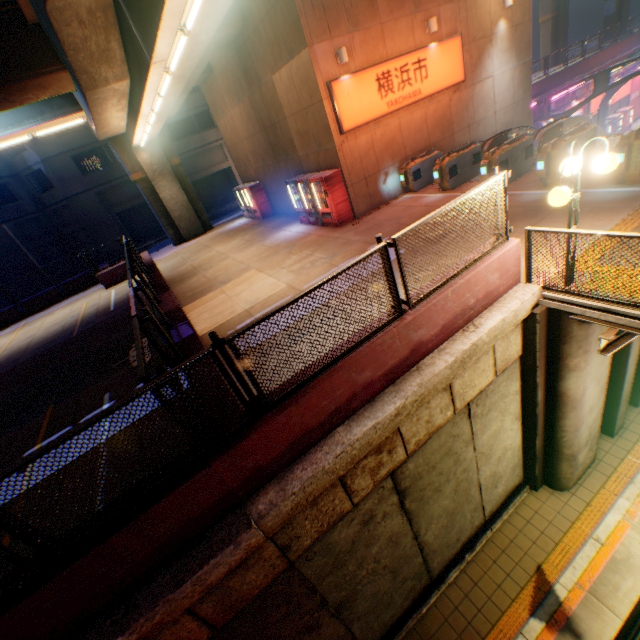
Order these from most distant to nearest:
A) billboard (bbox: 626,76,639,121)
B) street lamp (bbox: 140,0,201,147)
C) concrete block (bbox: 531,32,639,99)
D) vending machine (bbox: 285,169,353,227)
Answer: billboard (bbox: 626,76,639,121)
concrete block (bbox: 531,32,639,99)
vending machine (bbox: 285,169,353,227)
street lamp (bbox: 140,0,201,147)

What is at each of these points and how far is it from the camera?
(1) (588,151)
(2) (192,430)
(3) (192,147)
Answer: (1) ticket machine, 9.5 meters
(2) metal fence, 3.6 meters
(3) building, 30.6 meters

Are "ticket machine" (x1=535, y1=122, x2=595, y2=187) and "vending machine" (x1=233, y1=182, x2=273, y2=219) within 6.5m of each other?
no

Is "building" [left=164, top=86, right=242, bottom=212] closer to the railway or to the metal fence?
the metal fence

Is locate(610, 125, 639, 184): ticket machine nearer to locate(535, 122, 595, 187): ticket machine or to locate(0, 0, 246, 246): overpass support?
locate(535, 122, 595, 187): ticket machine

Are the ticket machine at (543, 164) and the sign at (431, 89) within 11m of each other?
yes

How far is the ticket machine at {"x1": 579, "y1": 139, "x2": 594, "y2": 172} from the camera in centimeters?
927cm

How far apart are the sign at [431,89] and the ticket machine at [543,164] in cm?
574
